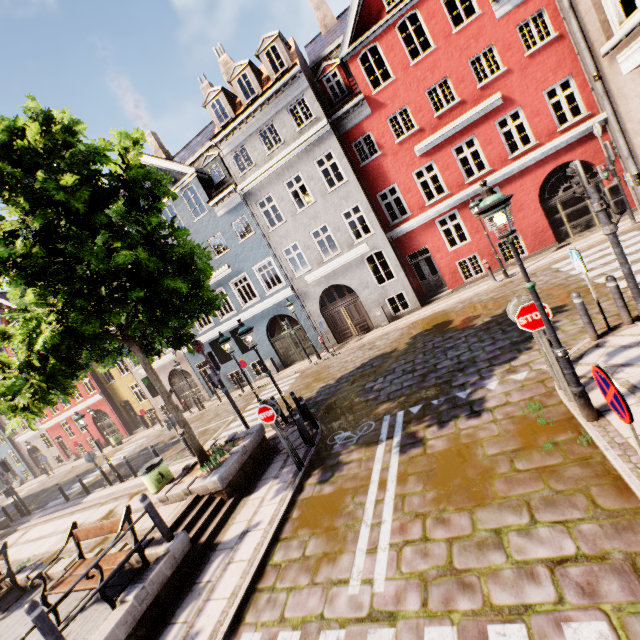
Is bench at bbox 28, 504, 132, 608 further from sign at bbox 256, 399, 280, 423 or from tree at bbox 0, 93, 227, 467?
sign at bbox 256, 399, 280, 423

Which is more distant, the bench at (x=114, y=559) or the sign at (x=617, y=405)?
the bench at (x=114, y=559)

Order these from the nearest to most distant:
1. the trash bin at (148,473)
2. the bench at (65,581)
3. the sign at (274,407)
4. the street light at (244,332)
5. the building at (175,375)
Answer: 1. the bench at (65,581)
2. the sign at (274,407)
3. the street light at (244,332)
4. the trash bin at (148,473)
5. the building at (175,375)

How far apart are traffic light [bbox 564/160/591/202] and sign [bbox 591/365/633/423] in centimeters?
488cm

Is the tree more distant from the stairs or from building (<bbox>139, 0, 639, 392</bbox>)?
building (<bbox>139, 0, 639, 392</bbox>)

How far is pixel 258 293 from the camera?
19.66m

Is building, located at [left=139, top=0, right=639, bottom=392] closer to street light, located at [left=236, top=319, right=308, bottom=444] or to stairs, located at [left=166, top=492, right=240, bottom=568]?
street light, located at [left=236, top=319, right=308, bottom=444]

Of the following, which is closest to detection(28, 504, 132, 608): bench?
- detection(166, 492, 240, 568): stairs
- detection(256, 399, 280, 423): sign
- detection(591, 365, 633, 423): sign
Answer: detection(166, 492, 240, 568): stairs
